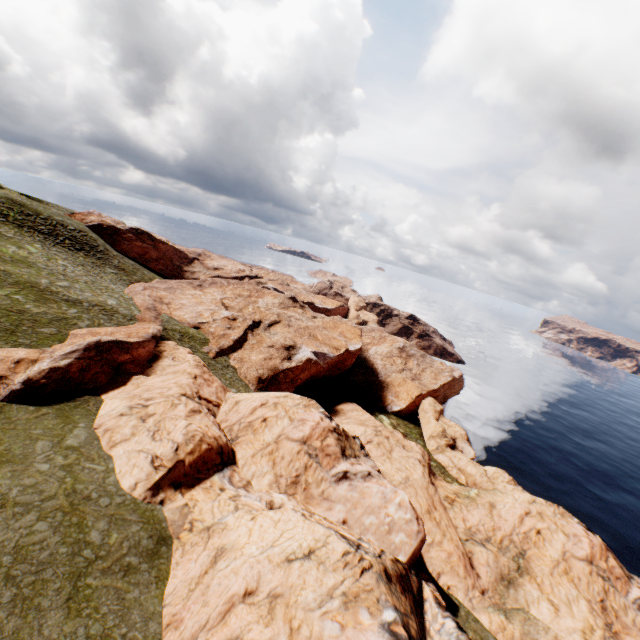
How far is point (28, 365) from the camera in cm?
2164
